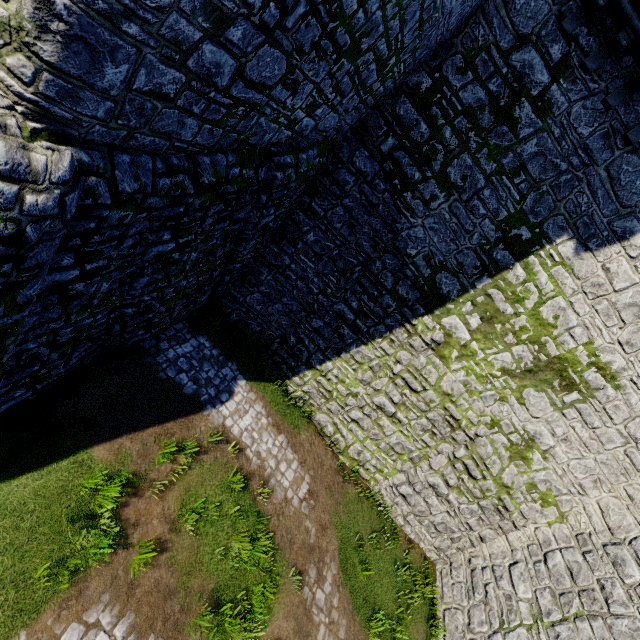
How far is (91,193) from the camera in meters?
3.7 m
